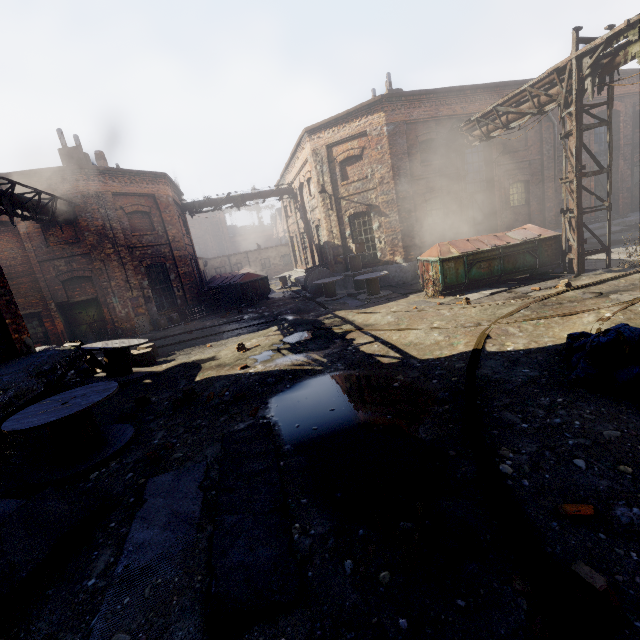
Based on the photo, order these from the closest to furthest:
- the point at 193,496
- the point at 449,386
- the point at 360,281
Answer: the point at 193,496, the point at 449,386, the point at 360,281

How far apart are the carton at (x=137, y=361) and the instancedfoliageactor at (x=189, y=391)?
3.5m

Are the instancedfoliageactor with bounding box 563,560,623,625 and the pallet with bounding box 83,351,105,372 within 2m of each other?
no

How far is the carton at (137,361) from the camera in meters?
9.7 m

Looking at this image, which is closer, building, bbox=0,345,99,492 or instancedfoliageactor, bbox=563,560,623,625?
instancedfoliageactor, bbox=563,560,623,625

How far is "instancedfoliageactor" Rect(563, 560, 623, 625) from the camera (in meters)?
2.02

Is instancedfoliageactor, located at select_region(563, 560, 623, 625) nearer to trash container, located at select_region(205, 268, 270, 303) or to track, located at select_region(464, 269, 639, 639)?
track, located at select_region(464, 269, 639, 639)

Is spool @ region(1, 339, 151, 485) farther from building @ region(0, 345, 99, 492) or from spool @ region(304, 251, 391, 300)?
spool @ region(304, 251, 391, 300)
